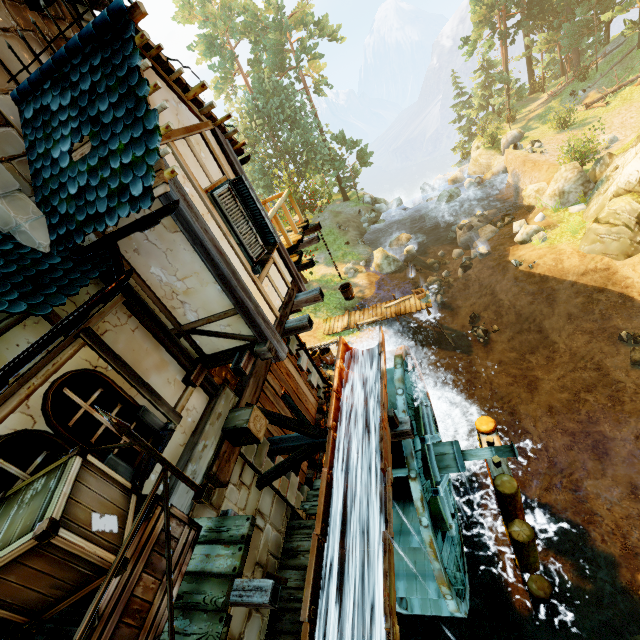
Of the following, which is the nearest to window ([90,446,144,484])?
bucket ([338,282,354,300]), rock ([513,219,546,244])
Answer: bucket ([338,282,354,300])

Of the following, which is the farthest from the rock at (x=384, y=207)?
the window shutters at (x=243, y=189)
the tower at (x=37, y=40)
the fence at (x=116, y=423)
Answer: the fence at (x=116, y=423)

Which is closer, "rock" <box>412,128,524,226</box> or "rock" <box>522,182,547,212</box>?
"rock" <box>522,182,547,212</box>

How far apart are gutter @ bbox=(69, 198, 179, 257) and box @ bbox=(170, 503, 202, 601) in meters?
2.3 m

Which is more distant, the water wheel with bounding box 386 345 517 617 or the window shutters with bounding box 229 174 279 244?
Result: the water wheel with bounding box 386 345 517 617

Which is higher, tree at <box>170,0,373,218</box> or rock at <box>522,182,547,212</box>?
tree at <box>170,0,373,218</box>

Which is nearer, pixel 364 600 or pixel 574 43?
pixel 364 600

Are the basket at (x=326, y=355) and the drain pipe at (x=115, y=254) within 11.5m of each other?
yes
